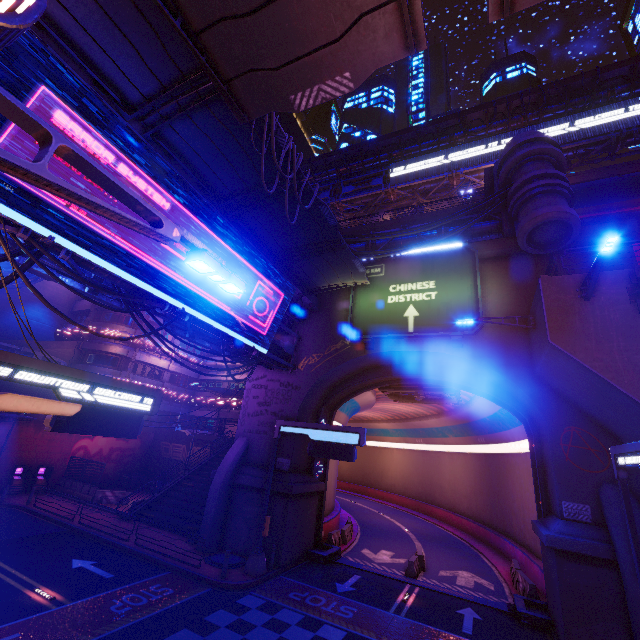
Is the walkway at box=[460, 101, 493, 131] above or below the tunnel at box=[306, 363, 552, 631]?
above

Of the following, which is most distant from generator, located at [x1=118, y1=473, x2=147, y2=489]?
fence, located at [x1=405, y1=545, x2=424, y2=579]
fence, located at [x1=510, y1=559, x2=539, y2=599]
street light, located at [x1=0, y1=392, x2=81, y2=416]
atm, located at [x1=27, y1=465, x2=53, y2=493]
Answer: street light, located at [x1=0, y1=392, x2=81, y2=416]

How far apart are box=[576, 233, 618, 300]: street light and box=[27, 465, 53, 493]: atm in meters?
37.6

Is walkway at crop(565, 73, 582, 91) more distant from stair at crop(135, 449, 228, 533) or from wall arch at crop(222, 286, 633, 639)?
stair at crop(135, 449, 228, 533)

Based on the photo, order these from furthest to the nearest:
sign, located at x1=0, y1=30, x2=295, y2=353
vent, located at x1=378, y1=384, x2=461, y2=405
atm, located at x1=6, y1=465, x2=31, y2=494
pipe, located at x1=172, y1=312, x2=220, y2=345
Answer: atm, located at x1=6, y1=465, x2=31, y2=494, vent, located at x1=378, y1=384, x2=461, y2=405, pipe, located at x1=172, y1=312, x2=220, y2=345, sign, located at x1=0, y1=30, x2=295, y2=353

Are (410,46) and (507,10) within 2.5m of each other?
yes

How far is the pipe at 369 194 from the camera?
39.78m

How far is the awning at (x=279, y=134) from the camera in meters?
10.6 m
